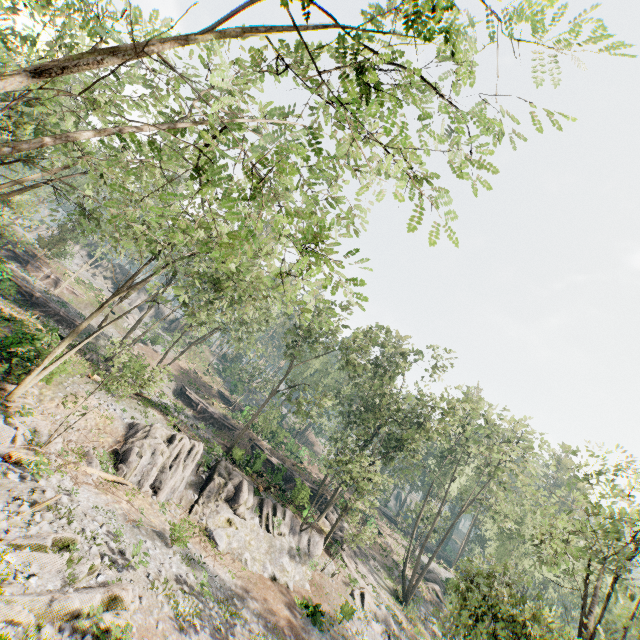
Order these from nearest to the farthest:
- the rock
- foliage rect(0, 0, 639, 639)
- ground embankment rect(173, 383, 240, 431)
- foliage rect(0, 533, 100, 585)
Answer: foliage rect(0, 0, 639, 639)
foliage rect(0, 533, 100, 585)
the rock
ground embankment rect(173, 383, 240, 431)

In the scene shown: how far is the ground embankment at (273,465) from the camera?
30.3 meters

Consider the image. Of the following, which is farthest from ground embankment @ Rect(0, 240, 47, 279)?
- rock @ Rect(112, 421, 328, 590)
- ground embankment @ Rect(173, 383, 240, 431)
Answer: rock @ Rect(112, 421, 328, 590)

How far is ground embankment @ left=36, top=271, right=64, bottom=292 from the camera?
41.3 meters

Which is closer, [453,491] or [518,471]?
[518,471]

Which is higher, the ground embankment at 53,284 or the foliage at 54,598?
the ground embankment at 53,284

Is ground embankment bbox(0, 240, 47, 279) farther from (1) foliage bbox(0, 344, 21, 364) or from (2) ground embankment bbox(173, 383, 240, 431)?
(2) ground embankment bbox(173, 383, 240, 431)

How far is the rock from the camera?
20.84m
